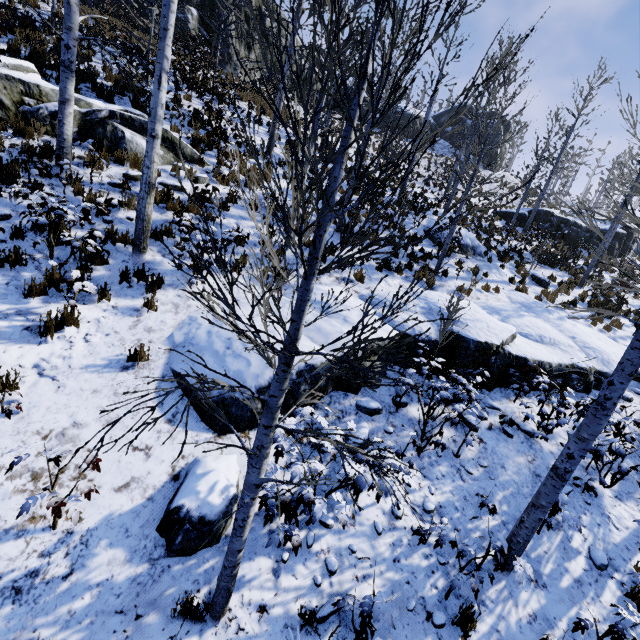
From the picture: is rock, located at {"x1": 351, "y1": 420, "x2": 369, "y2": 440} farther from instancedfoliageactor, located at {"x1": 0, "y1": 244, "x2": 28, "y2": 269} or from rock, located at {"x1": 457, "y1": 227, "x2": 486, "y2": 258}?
rock, located at {"x1": 457, "y1": 227, "x2": 486, "y2": 258}

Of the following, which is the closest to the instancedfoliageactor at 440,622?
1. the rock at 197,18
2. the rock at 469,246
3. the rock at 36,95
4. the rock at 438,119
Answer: the rock at 36,95

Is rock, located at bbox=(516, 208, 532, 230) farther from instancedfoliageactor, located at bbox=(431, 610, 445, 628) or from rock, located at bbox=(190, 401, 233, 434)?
instancedfoliageactor, located at bbox=(431, 610, 445, 628)

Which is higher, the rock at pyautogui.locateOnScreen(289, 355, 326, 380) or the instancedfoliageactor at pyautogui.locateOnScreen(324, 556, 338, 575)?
the rock at pyautogui.locateOnScreen(289, 355, 326, 380)

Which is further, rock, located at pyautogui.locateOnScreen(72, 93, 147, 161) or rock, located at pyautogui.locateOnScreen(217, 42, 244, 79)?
rock, located at pyautogui.locateOnScreen(217, 42, 244, 79)

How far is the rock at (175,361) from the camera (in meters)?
5.14

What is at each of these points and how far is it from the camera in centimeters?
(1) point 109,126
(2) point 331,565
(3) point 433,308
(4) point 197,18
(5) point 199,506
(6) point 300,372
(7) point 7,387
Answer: (1) rock, 834cm
(2) instancedfoliageactor, 410cm
(3) rock, 835cm
(4) rock, 2203cm
(5) rock, 390cm
(6) rock, 549cm
(7) instancedfoliageactor, 428cm

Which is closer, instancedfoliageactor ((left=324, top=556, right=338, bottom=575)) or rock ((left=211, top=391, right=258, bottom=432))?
instancedfoliageactor ((left=324, top=556, right=338, bottom=575))
